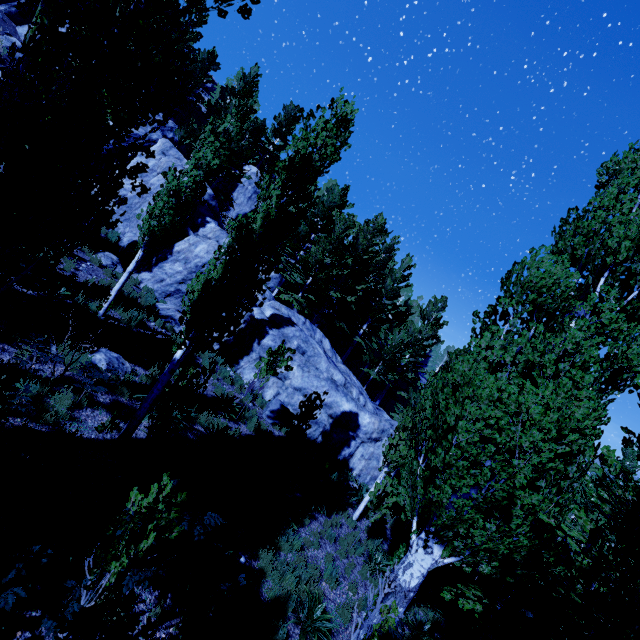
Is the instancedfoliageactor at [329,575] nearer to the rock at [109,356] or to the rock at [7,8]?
the rock at [7,8]

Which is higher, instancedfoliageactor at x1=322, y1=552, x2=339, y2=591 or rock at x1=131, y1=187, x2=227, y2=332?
rock at x1=131, y1=187, x2=227, y2=332

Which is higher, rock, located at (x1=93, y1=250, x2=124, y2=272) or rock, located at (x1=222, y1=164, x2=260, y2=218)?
rock, located at (x1=222, y1=164, x2=260, y2=218)

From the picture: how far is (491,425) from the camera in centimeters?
583cm

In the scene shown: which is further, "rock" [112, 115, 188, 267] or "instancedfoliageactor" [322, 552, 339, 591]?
"rock" [112, 115, 188, 267]

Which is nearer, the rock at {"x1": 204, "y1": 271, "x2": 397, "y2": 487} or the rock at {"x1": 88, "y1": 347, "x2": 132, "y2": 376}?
the rock at {"x1": 88, "y1": 347, "x2": 132, "y2": 376}

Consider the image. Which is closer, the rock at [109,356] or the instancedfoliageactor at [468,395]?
the instancedfoliageactor at [468,395]
